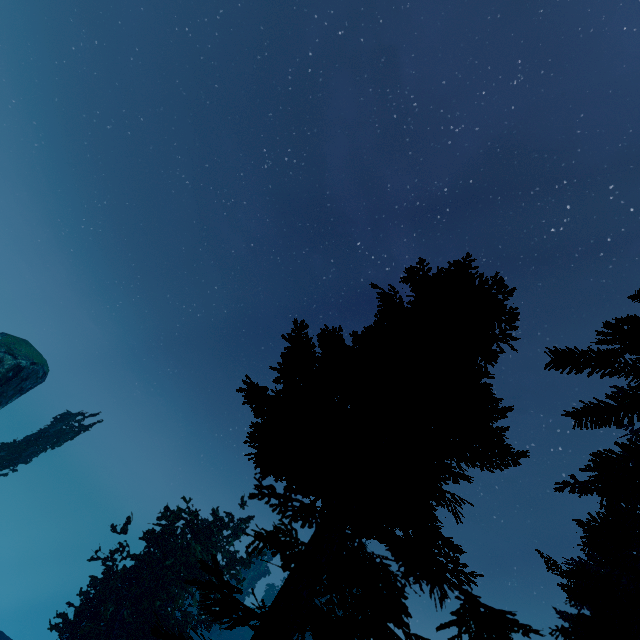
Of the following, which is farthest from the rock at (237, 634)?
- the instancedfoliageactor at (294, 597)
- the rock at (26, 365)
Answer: the rock at (26, 365)

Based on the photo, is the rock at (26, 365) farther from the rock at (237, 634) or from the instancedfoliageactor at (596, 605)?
the rock at (237, 634)

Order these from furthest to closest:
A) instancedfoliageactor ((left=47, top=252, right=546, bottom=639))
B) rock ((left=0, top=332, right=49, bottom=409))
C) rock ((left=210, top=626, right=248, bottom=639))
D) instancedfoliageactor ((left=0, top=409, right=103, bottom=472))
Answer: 1. rock ((left=210, top=626, right=248, bottom=639))
2. instancedfoliageactor ((left=0, top=409, right=103, bottom=472))
3. rock ((left=0, top=332, right=49, bottom=409))
4. instancedfoliageactor ((left=47, top=252, right=546, bottom=639))

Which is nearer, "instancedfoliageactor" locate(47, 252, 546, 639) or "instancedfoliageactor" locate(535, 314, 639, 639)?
"instancedfoliageactor" locate(535, 314, 639, 639)

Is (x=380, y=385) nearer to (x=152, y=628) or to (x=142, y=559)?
(x=152, y=628)

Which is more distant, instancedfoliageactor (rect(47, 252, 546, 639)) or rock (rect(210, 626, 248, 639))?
rock (rect(210, 626, 248, 639))

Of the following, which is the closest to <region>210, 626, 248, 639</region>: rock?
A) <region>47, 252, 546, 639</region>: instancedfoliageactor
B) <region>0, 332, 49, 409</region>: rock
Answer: <region>47, 252, 546, 639</region>: instancedfoliageactor

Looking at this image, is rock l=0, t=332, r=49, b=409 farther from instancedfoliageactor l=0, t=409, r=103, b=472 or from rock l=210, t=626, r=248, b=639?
rock l=210, t=626, r=248, b=639
